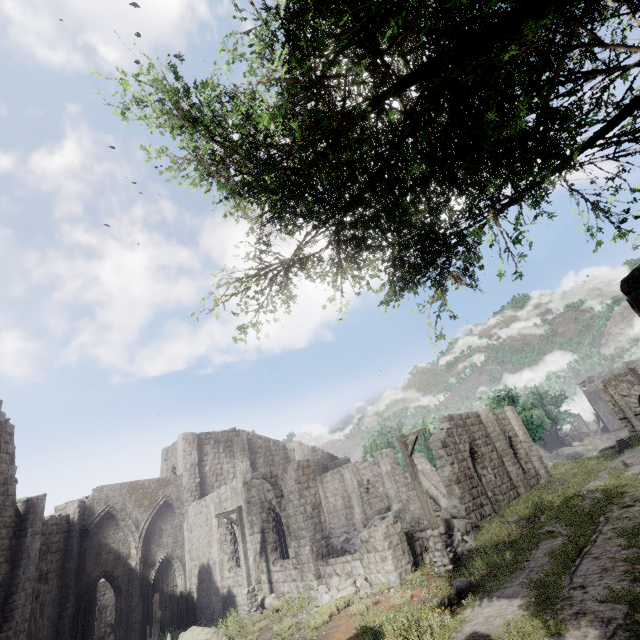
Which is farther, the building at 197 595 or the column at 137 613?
the column at 137 613

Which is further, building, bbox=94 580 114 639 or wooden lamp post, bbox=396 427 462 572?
building, bbox=94 580 114 639

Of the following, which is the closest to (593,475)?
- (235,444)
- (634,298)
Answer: (634,298)

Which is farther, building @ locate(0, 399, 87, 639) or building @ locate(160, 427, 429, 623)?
building @ locate(0, 399, 87, 639)

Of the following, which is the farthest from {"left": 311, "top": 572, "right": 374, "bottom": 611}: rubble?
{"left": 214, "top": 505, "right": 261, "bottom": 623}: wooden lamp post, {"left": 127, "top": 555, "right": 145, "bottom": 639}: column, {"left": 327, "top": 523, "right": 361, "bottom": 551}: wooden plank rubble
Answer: {"left": 127, "top": 555, "right": 145, "bottom": 639}: column

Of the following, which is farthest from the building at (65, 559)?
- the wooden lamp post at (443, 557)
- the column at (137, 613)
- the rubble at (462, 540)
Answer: the column at (137, 613)

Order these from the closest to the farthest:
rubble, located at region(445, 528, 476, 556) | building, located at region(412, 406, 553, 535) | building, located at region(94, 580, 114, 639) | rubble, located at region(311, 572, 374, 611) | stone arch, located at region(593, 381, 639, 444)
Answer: rubble, located at region(311, 572, 374, 611) → rubble, located at region(445, 528, 476, 556) → building, located at region(412, 406, 553, 535) → stone arch, located at region(593, 381, 639, 444) → building, located at region(94, 580, 114, 639)

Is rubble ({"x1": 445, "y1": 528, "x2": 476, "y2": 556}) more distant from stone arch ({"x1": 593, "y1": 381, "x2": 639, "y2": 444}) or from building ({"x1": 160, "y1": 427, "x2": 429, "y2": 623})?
stone arch ({"x1": 593, "y1": 381, "x2": 639, "y2": 444})
